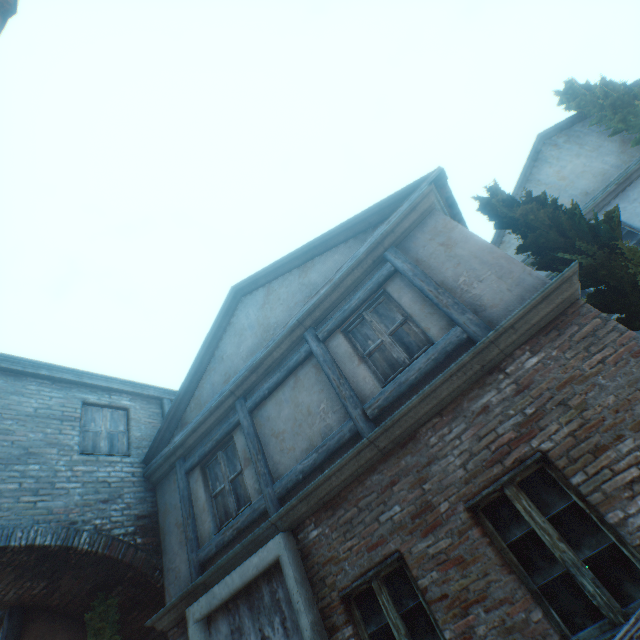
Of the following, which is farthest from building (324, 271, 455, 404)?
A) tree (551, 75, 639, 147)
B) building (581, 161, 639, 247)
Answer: building (581, 161, 639, 247)

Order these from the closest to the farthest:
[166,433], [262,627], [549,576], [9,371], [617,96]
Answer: [549,576] < [262,627] < [9,371] < [166,433] < [617,96]

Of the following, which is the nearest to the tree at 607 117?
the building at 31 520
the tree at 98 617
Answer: the building at 31 520

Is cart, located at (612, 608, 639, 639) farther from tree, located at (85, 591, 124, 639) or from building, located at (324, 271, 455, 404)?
tree, located at (85, 591, 124, 639)

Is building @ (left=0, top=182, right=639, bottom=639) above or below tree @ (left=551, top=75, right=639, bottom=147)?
below

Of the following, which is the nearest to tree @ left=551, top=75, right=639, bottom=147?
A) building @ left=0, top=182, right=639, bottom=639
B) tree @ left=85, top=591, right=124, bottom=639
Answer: building @ left=0, top=182, right=639, bottom=639

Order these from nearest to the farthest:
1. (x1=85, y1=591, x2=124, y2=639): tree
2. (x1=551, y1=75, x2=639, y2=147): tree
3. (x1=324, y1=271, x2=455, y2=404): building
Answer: (x1=324, y1=271, x2=455, y2=404): building, (x1=85, y1=591, x2=124, y2=639): tree, (x1=551, y1=75, x2=639, y2=147): tree

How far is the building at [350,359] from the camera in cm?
465
